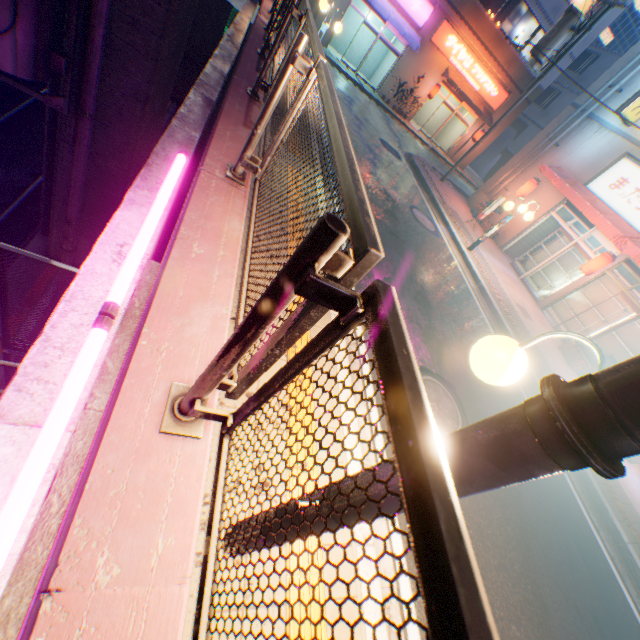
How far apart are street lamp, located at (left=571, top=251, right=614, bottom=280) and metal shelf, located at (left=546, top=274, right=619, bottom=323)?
1.7 meters

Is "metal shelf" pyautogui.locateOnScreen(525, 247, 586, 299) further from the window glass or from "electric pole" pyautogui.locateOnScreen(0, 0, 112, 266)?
"electric pole" pyautogui.locateOnScreen(0, 0, 112, 266)

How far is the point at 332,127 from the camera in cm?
170

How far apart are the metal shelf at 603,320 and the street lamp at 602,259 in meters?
1.7

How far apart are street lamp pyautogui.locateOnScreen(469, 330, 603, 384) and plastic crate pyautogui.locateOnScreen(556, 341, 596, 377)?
10.16m

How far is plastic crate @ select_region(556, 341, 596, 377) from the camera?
10.4 meters

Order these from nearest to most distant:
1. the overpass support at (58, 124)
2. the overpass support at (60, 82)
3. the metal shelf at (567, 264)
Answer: the overpass support at (60, 82)
the overpass support at (58, 124)
the metal shelf at (567, 264)

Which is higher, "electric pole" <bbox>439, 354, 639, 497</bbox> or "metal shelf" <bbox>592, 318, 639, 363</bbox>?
"electric pole" <bbox>439, 354, 639, 497</bbox>
